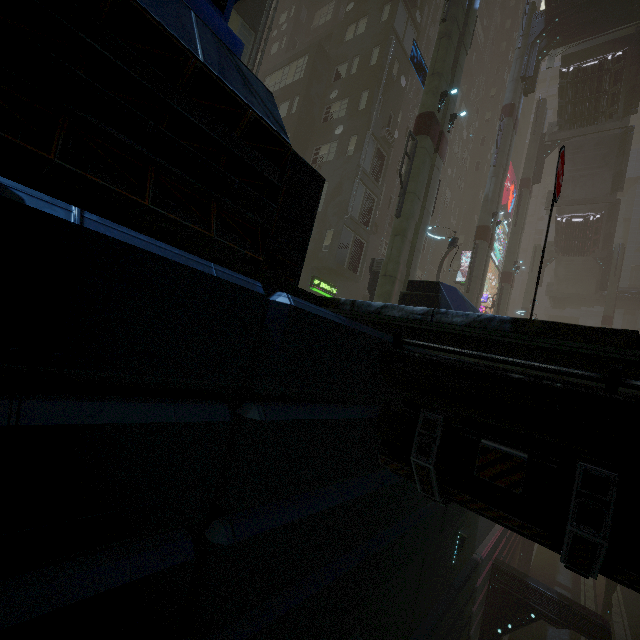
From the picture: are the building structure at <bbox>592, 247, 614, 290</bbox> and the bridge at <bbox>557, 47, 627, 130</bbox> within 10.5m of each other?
no

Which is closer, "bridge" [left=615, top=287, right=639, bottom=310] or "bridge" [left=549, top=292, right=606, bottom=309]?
"bridge" [left=615, top=287, right=639, bottom=310]

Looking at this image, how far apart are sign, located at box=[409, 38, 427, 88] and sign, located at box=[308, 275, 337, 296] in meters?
10.6 m

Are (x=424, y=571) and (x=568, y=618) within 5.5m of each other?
no

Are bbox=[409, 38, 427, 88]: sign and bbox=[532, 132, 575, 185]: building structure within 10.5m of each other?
no

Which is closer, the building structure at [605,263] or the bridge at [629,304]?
the building structure at [605,263]

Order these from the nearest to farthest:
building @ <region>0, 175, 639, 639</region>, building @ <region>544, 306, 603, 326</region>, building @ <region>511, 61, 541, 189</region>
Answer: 1. building @ <region>0, 175, 639, 639</region>
2. building @ <region>511, 61, 541, 189</region>
3. building @ <region>544, 306, 603, 326</region>

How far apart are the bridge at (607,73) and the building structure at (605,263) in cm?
1526
